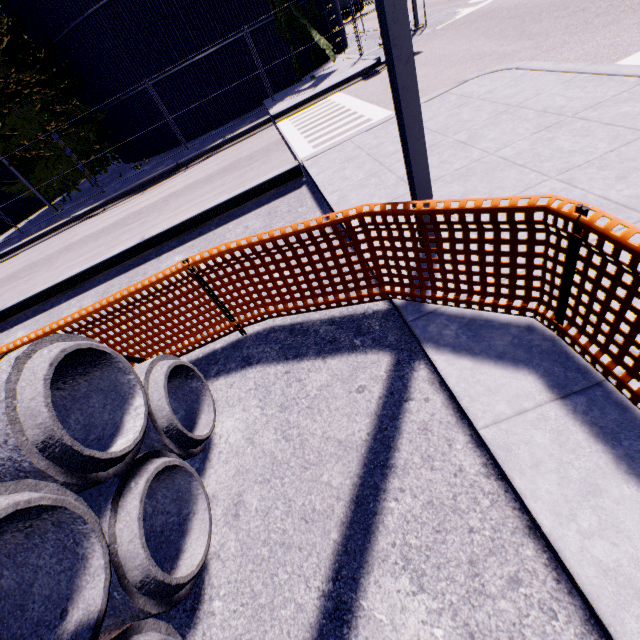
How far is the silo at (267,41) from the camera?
16.0m

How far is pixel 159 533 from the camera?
2.78m

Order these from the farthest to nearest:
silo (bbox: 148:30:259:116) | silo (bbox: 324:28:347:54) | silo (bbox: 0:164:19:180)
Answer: silo (bbox: 0:164:19:180) < silo (bbox: 324:28:347:54) < silo (bbox: 148:30:259:116)

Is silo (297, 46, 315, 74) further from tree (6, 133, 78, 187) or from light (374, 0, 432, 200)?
light (374, 0, 432, 200)

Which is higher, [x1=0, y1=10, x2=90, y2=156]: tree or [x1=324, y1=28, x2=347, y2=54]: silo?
[x1=0, y1=10, x2=90, y2=156]: tree

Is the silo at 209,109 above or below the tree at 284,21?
below

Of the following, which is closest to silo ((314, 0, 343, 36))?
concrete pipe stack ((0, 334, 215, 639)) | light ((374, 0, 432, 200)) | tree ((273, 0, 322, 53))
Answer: tree ((273, 0, 322, 53))
